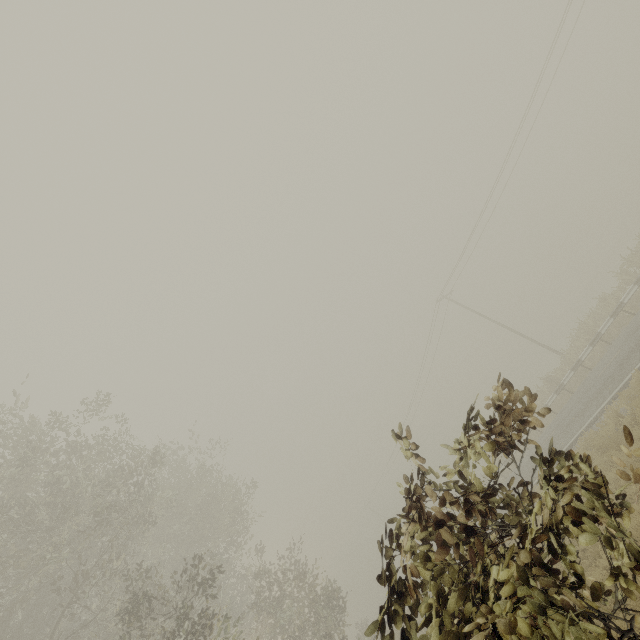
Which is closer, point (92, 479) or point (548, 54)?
point (92, 479)
